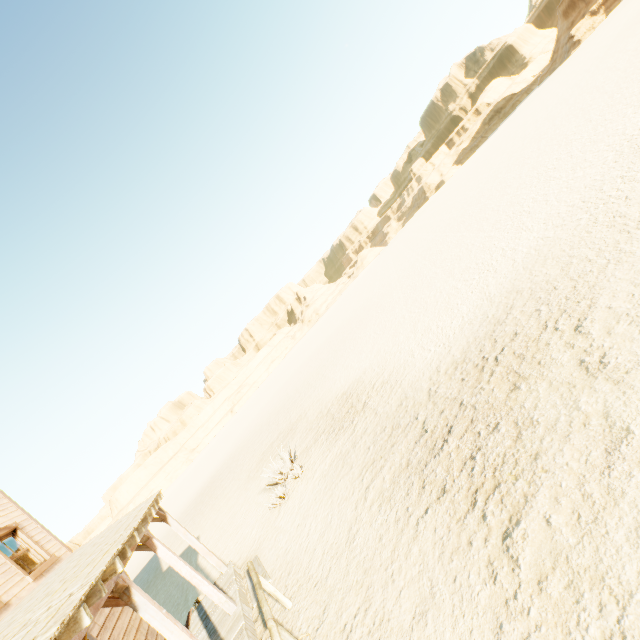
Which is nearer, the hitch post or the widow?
the hitch post

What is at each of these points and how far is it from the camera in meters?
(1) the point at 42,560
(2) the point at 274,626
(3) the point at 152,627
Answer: (1) widow, 7.5
(2) hitch post, 4.5
(3) building, 8.2

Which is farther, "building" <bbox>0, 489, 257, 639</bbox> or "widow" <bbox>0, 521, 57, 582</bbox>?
"widow" <bbox>0, 521, 57, 582</bbox>

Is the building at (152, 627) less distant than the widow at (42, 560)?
Yes

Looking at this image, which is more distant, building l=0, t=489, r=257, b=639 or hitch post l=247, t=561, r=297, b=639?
hitch post l=247, t=561, r=297, b=639

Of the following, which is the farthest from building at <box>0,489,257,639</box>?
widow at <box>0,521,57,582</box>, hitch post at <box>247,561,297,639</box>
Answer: hitch post at <box>247,561,297,639</box>

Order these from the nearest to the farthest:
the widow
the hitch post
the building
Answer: the building → the hitch post → the widow

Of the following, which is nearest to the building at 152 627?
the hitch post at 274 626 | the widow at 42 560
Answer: the widow at 42 560
